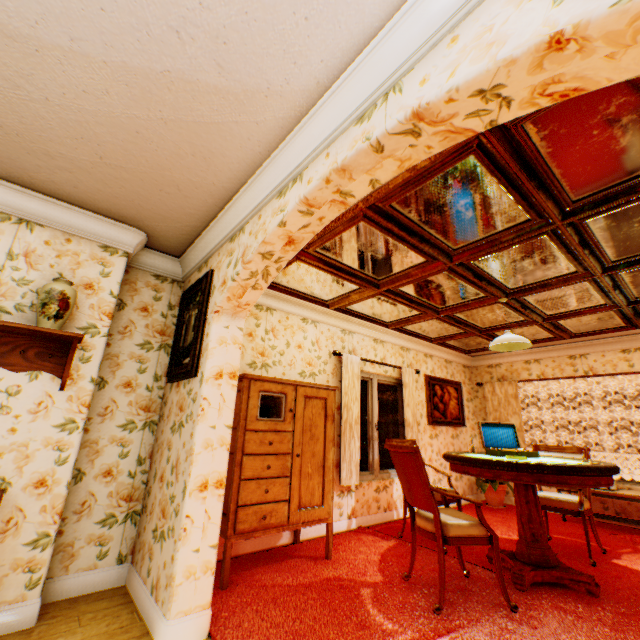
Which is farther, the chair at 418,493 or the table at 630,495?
the table at 630,495

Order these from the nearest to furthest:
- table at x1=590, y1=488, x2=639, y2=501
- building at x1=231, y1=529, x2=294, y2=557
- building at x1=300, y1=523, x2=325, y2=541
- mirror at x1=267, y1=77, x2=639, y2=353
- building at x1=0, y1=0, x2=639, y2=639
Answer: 1. building at x1=0, y1=0, x2=639, y2=639
2. mirror at x1=267, y1=77, x2=639, y2=353
3. building at x1=231, y1=529, x2=294, y2=557
4. building at x1=300, y1=523, x2=325, y2=541
5. table at x1=590, y1=488, x2=639, y2=501

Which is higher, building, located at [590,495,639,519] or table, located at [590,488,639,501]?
table, located at [590,488,639,501]

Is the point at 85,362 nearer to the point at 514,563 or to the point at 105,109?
the point at 105,109

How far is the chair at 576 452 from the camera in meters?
4.4

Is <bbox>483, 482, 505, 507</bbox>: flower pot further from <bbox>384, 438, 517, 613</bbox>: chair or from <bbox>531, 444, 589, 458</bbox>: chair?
<bbox>384, 438, 517, 613</bbox>: chair

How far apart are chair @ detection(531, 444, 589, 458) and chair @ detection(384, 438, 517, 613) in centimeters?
146cm

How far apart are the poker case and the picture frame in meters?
3.5 m
